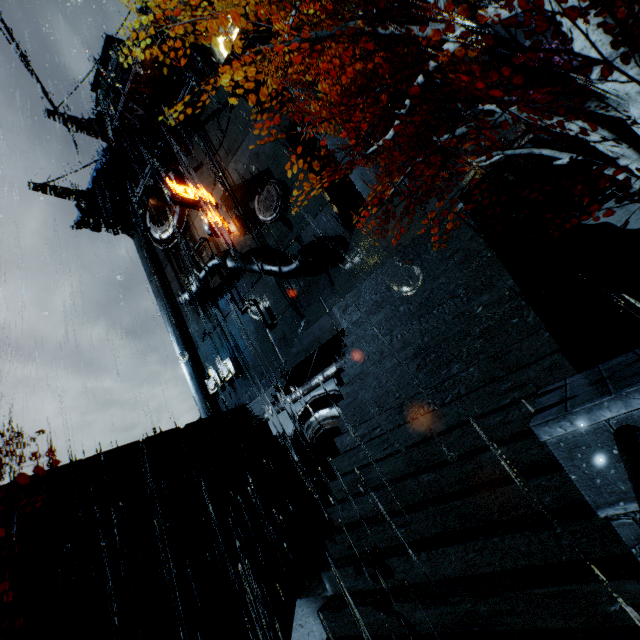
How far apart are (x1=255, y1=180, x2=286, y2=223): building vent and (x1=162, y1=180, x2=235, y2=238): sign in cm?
370

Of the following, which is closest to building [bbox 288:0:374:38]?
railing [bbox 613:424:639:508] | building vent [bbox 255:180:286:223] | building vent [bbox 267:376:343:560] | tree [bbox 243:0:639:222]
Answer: building vent [bbox 255:180:286:223]

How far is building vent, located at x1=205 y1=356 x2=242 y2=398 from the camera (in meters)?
26.52

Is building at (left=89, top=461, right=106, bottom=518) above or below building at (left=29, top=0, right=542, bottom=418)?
below

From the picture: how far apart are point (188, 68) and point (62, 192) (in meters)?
16.73

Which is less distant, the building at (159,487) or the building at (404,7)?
the building at (404,7)

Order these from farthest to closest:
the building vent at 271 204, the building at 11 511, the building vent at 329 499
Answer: the building vent at 271 204 → the building vent at 329 499 → the building at 11 511
